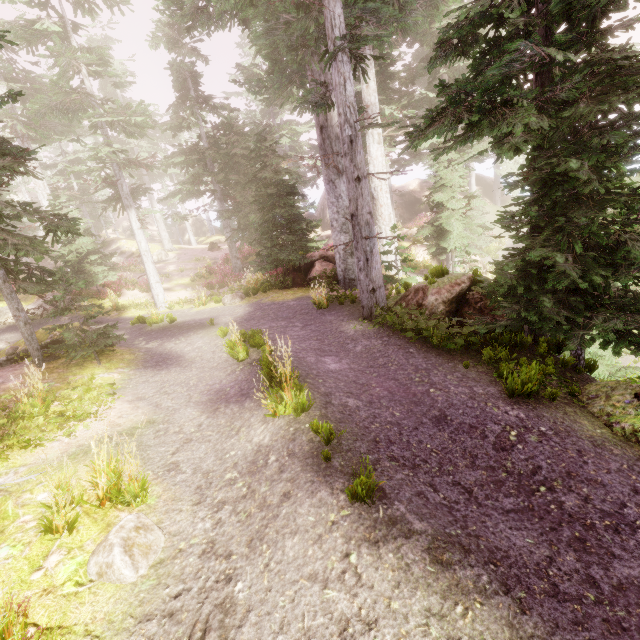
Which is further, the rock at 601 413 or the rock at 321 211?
the rock at 321 211

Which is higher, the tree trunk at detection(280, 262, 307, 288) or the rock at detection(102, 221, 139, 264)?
Answer: the rock at detection(102, 221, 139, 264)

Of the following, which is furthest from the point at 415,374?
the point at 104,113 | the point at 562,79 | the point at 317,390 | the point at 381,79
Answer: the point at 104,113

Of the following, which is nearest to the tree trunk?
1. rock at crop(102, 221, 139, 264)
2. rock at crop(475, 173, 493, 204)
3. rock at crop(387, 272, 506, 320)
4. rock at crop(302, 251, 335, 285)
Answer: rock at crop(302, 251, 335, 285)

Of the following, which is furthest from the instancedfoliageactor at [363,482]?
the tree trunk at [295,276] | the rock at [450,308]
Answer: the tree trunk at [295,276]

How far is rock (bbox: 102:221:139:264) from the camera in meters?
33.7 m

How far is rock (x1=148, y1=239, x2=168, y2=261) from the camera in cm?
3384

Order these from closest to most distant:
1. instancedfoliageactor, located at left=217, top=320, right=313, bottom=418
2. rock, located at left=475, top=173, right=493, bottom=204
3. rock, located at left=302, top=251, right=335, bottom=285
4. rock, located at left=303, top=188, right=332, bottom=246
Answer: instancedfoliageactor, located at left=217, top=320, right=313, bottom=418 < rock, located at left=302, top=251, right=335, bottom=285 < rock, located at left=475, top=173, right=493, bottom=204 < rock, located at left=303, top=188, right=332, bottom=246
